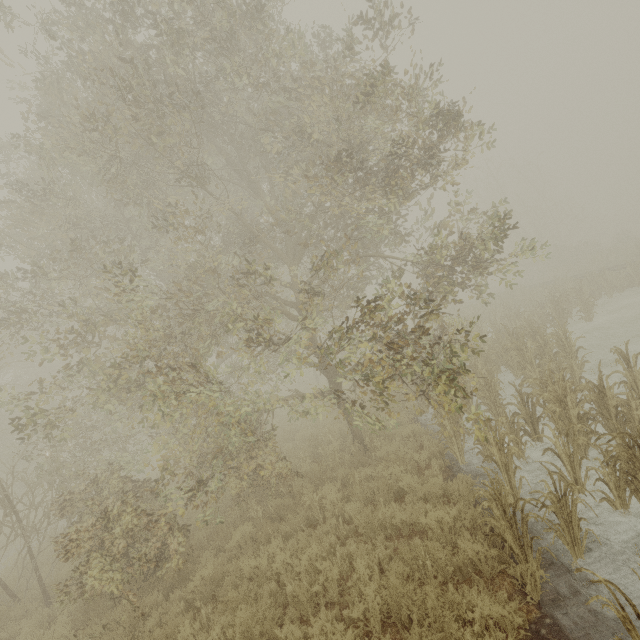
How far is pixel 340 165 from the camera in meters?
9.0 m
